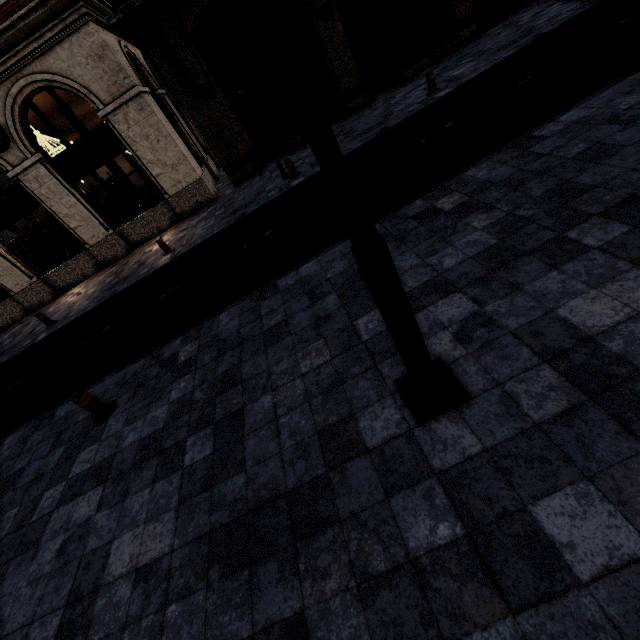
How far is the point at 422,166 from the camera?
6.6m

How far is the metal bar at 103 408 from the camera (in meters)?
4.99

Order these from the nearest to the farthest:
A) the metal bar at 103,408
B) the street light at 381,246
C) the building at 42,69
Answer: the street light at 381,246 < the metal bar at 103,408 < the building at 42,69

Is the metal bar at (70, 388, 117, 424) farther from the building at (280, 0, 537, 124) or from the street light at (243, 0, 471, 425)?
the building at (280, 0, 537, 124)

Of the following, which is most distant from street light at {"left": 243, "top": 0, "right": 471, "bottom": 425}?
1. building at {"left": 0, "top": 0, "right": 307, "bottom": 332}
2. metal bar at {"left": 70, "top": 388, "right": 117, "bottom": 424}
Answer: building at {"left": 0, "top": 0, "right": 307, "bottom": 332}

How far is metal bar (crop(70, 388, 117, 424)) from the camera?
5.0m
